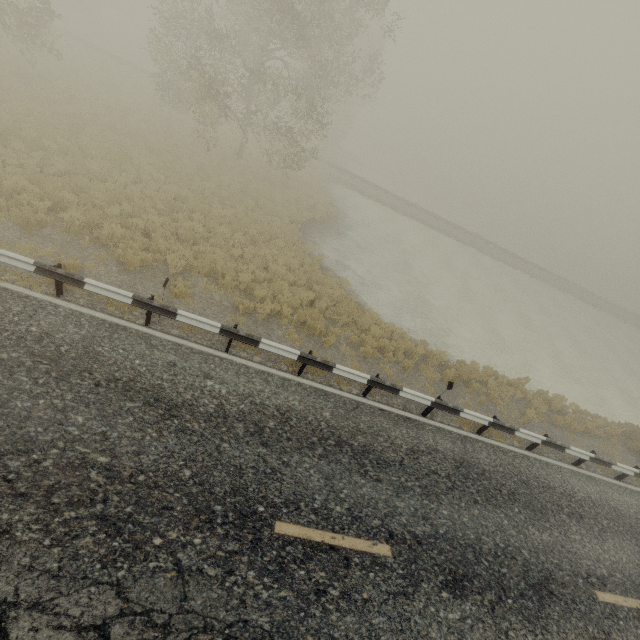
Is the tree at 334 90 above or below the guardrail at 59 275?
above

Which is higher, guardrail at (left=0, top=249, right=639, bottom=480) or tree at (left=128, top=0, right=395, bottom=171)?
tree at (left=128, top=0, right=395, bottom=171)

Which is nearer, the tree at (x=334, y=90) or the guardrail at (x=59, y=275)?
the guardrail at (x=59, y=275)

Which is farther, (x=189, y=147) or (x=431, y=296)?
(x=189, y=147)

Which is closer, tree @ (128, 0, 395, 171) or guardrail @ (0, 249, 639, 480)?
guardrail @ (0, 249, 639, 480)
